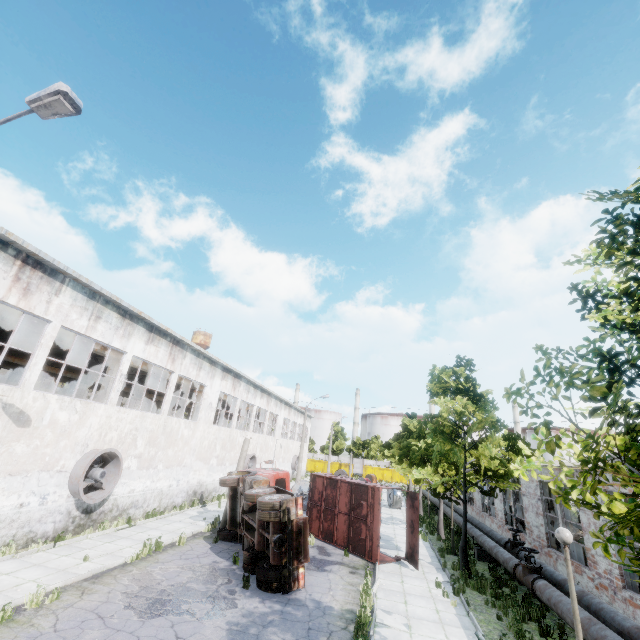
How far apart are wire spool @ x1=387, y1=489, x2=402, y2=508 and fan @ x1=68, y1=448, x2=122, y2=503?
24.89m

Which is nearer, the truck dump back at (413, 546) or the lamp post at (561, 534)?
the lamp post at (561, 534)

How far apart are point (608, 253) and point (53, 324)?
16.5m

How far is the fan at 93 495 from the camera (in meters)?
13.31

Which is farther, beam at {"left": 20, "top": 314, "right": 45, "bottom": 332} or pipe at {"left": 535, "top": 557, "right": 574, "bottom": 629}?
beam at {"left": 20, "top": 314, "right": 45, "bottom": 332}

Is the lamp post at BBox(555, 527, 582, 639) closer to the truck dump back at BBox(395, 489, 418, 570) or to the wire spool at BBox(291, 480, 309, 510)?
the truck dump back at BBox(395, 489, 418, 570)

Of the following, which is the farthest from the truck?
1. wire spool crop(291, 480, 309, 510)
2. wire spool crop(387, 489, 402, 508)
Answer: wire spool crop(387, 489, 402, 508)

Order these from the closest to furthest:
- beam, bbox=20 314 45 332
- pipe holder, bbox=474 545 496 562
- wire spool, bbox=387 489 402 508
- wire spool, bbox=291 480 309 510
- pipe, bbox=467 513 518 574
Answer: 1. pipe, bbox=467 513 518 574
2. beam, bbox=20 314 45 332
3. pipe holder, bbox=474 545 496 562
4. wire spool, bbox=291 480 309 510
5. wire spool, bbox=387 489 402 508
